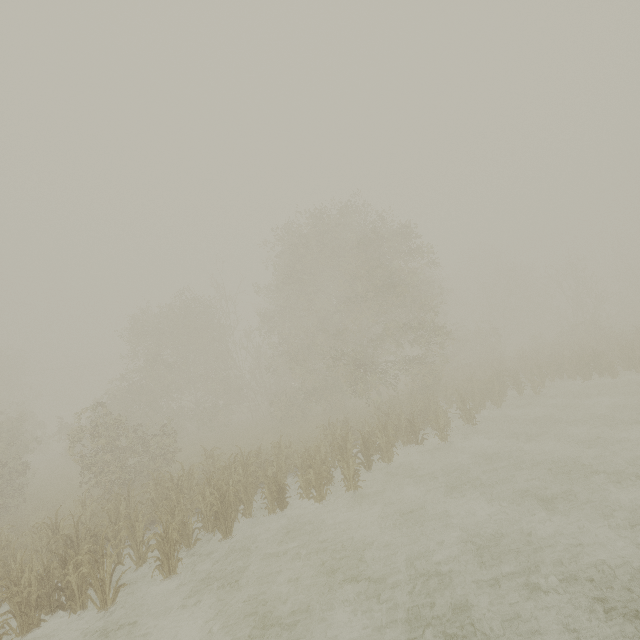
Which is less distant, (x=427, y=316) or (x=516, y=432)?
(x=516, y=432)
